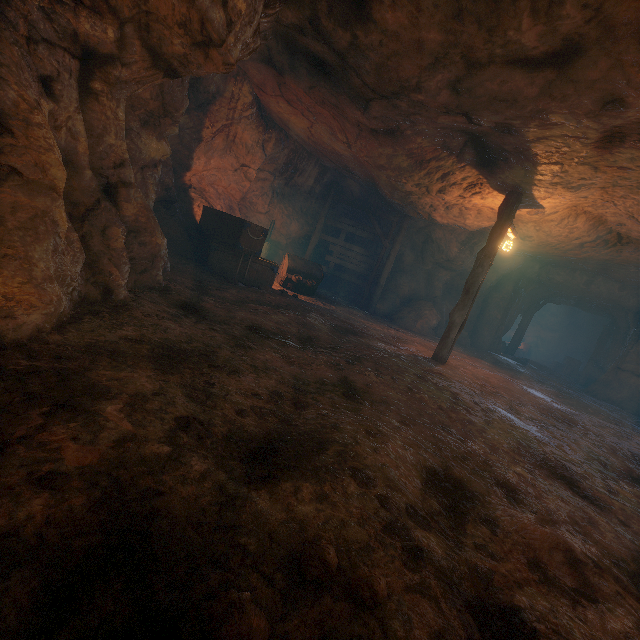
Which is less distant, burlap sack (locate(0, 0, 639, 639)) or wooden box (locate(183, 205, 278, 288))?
burlap sack (locate(0, 0, 639, 639))

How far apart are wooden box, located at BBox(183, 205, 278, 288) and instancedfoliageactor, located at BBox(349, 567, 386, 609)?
8.4m

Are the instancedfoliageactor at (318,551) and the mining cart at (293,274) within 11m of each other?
yes

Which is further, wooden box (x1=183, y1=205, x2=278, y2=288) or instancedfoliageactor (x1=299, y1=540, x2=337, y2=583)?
wooden box (x1=183, y1=205, x2=278, y2=288)

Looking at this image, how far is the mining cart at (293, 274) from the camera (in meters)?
11.48

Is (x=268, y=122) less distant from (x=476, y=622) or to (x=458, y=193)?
(x=458, y=193)

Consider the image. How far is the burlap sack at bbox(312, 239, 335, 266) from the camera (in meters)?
15.97
